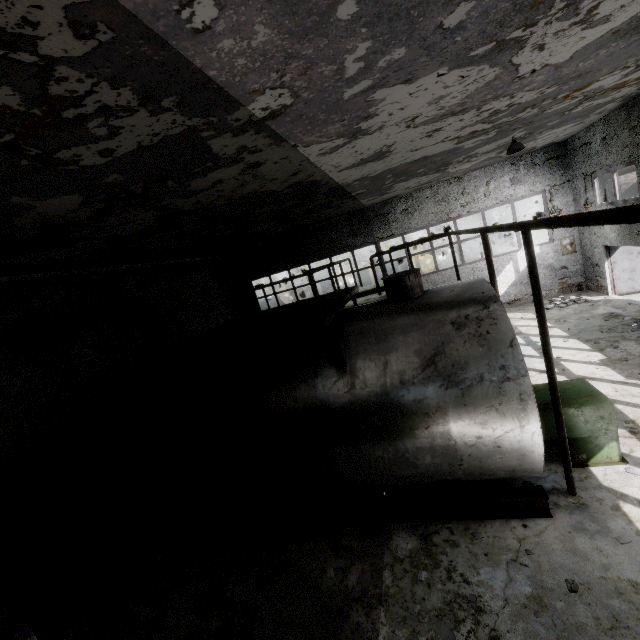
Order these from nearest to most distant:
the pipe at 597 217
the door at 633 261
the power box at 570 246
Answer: the pipe at 597 217 < the door at 633 261 < the power box at 570 246

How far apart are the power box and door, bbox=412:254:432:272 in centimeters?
2301cm

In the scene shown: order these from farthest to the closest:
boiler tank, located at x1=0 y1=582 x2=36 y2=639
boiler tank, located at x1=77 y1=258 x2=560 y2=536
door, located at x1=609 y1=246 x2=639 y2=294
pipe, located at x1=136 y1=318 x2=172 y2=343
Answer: door, located at x1=609 y1=246 x2=639 y2=294 < pipe, located at x1=136 y1=318 x2=172 y2=343 < boiler tank, located at x1=77 y1=258 x2=560 y2=536 < boiler tank, located at x1=0 y1=582 x2=36 y2=639

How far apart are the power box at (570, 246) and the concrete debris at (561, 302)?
1.92m

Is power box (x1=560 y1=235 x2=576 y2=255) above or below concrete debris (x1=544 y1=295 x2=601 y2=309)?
above

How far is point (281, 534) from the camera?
6.3 meters

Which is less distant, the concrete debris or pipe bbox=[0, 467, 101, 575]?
pipe bbox=[0, 467, 101, 575]

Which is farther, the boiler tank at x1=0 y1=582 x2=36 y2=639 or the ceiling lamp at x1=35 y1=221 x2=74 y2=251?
the ceiling lamp at x1=35 y1=221 x2=74 y2=251
